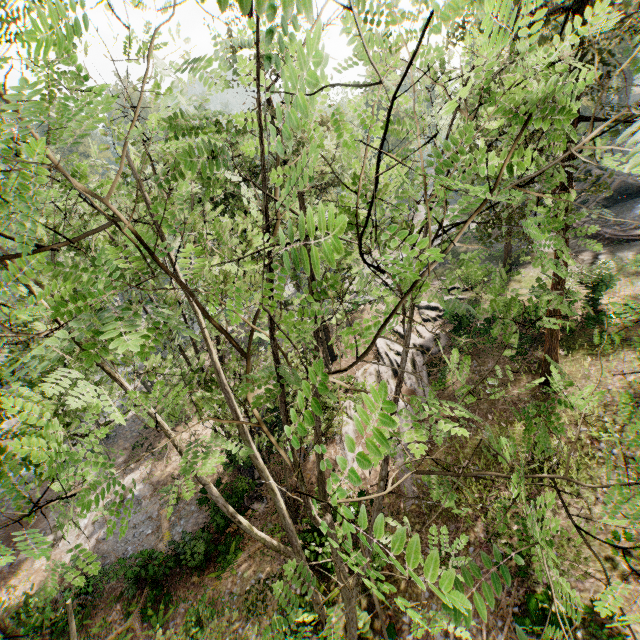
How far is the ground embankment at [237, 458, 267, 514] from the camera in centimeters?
1792cm

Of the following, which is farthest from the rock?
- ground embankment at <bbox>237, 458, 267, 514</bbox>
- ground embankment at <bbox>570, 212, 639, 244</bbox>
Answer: ground embankment at <bbox>237, 458, 267, 514</bbox>

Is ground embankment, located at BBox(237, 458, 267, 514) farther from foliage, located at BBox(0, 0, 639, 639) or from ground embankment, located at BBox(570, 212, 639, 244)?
ground embankment, located at BBox(570, 212, 639, 244)

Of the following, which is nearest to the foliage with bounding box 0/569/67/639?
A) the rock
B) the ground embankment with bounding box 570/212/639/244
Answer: the rock

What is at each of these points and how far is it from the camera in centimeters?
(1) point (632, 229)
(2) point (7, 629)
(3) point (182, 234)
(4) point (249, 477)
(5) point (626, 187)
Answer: (1) ground embankment, 2511cm
(2) foliage, 799cm
(3) foliage, 694cm
(4) ground embankment, 1969cm
(5) rock, 2820cm

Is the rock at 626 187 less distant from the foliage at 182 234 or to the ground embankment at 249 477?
the foliage at 182 234

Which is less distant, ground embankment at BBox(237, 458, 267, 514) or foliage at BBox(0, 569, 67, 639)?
foliage at BBox(0, 569, 67, 639)

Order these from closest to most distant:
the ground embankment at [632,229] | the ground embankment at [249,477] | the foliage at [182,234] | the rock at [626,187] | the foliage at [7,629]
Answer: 1. the foliage at [182,234]
2. the foliage at [7,629]
3. the ground embankment at [249,477]
4. the ground embankment at [632,229]
5. the rock at [626,187]
